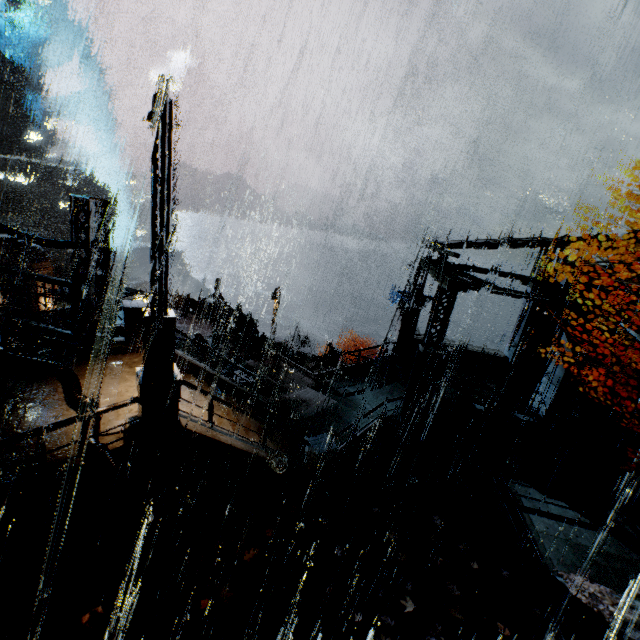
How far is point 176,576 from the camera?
7.96m

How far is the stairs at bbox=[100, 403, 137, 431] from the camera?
7.7m

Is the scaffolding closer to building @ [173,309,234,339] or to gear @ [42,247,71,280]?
building @ [173,309,234,339]

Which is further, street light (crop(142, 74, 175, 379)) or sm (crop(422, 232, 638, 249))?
sm (crop(422, 232, 638, 249))

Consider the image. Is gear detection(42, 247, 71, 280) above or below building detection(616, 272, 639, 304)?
below

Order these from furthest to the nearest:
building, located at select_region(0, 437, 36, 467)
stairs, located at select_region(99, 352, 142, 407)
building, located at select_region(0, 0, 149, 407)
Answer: building, located at select_region(0, 0, 149, 407), stairs, located at select_region(99, 352, 142, 407), building, located at select_region(0, 437, 36, 467)

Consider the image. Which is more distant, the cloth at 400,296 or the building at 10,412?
the cloth at 400,296

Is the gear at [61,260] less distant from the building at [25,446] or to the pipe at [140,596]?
the building at [25,446]
